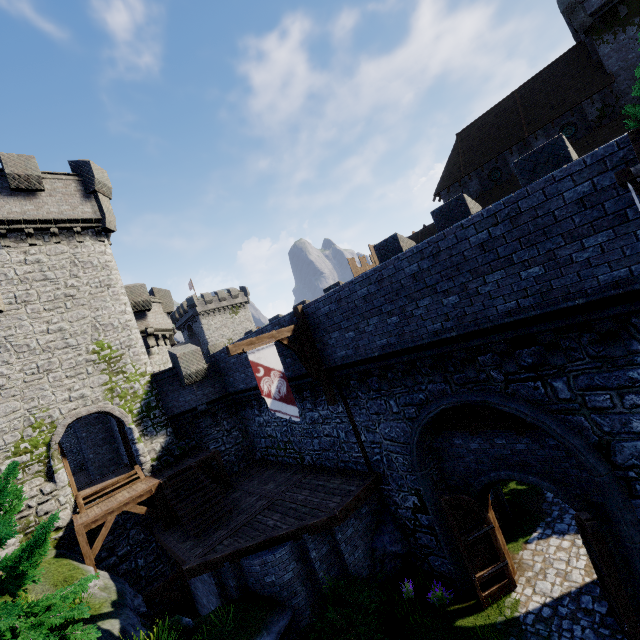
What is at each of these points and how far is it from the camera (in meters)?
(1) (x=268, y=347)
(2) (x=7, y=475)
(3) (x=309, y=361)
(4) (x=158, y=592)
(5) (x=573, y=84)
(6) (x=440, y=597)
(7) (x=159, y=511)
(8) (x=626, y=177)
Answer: (1) flag, 10.81
(2) tree, 8.46
(3) wooden support, 12.08
(4) wooden support, 13.52
(5) building, 26.47
(6) instancedfoliageactor, 10.42
(7) wooden support, 14.27
(8) flag, 3.39

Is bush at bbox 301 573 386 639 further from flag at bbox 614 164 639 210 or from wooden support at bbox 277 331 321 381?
flag at bbox 614 164 639 210

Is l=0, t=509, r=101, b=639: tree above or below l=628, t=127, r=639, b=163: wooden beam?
below

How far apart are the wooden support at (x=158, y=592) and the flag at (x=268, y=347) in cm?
942

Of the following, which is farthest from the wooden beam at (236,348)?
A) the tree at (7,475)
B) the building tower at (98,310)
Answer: the building tower at (98,310)

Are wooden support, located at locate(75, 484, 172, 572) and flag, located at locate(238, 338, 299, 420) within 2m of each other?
no

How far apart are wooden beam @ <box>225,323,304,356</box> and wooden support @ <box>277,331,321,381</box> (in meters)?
0.01

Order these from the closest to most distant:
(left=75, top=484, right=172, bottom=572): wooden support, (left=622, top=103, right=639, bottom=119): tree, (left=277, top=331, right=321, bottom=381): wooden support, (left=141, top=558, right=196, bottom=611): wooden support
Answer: (left=277, top=331, right=321, bottom=381): wooden support → (left=75, top=484, right=172, bottom=572): wooden support → (left=141, top=558, right=196, bottom=611): wooden support → (left=622, top=103, right=639, bottom=119): tree
